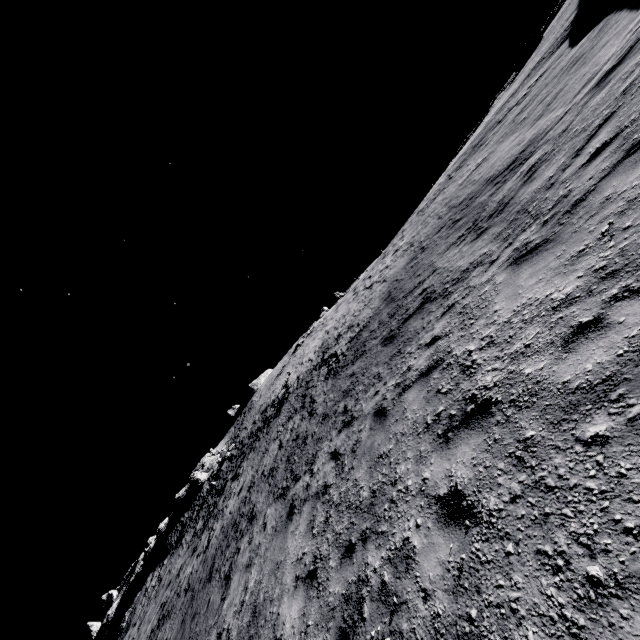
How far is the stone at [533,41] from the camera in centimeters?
3284cm

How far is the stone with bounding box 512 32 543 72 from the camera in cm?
3284

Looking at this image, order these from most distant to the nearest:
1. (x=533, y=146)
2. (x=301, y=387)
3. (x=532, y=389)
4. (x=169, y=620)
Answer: (x=301, y=387), (x=169, y=620), (x=533, y=146), (x=532, y=389)
